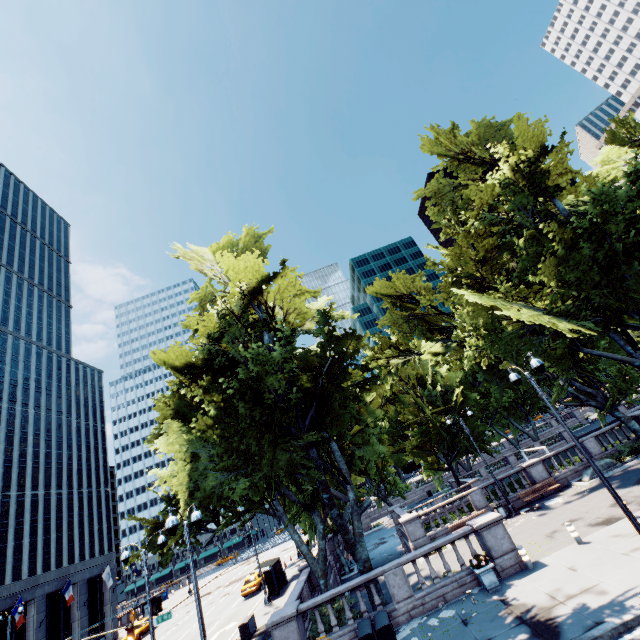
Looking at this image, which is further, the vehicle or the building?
the building

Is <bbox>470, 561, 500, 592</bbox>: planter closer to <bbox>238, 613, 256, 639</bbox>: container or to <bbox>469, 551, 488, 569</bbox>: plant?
<bbox>469, 551, 488, 569</bbox>: plant

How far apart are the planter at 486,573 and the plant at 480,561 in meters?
0.0 m

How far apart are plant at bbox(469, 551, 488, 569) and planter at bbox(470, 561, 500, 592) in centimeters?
1cm

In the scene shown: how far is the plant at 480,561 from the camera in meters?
13.7 m

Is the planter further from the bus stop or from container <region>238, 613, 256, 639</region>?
the bus stop

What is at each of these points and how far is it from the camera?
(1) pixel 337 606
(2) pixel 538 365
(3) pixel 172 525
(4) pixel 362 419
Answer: (1) bush, 17.8 meters
(2) light, 12.0 meters
(3) light, 10.5 meters
(4) tree, 22.1 meters

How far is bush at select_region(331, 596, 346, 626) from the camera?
15.67m
